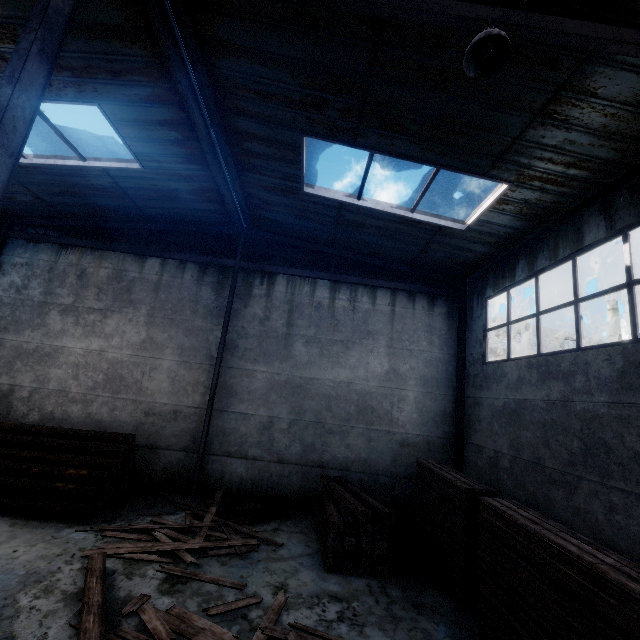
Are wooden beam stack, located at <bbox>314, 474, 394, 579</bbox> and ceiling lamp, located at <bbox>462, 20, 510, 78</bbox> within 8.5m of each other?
yes

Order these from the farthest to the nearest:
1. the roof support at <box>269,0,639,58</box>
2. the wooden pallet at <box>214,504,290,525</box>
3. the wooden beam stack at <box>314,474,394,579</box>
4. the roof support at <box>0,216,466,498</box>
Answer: the roof support at <box>0,216,466,498</box> → the wooden pallet at <box>214,504,290,525</box> → the wooden beam stack at <box>314,474,394,579</box> → the roof support at <box>269,0,639,58</box>

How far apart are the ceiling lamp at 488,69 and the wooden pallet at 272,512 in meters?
9.4

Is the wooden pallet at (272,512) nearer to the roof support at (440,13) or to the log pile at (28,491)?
the log pile at (28,491)

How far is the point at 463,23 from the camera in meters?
3.2 m

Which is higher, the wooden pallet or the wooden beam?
the wooden beam

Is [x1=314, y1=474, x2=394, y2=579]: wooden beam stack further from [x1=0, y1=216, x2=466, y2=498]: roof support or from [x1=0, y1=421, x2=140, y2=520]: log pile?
[x1=0, y1=421, x2=140, y2=520]: log pile

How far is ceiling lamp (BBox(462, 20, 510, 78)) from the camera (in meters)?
3.07
